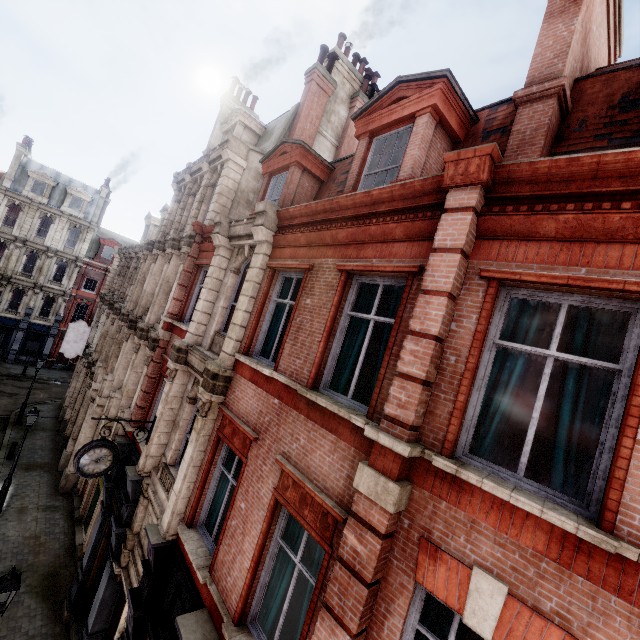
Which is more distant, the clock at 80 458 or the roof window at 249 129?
the roof window at 249 129

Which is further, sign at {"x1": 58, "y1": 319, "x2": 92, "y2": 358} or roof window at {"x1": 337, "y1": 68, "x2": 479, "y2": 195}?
sign at {"x1": 58, "y1": 319, "x2": 92, "y2": 358}

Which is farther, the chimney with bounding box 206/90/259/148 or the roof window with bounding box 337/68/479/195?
the chimney with bounding box 206/90/259/148

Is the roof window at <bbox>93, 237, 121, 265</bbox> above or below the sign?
above

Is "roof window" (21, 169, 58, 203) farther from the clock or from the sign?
the clock

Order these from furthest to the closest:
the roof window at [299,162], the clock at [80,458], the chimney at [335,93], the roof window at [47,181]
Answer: the roof window at [47,181], the chimney at [335,93], the roof window at [299,162], the clock at [80,458]

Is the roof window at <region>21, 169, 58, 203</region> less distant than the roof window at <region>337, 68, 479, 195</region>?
No

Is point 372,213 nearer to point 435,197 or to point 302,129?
point 435,197
